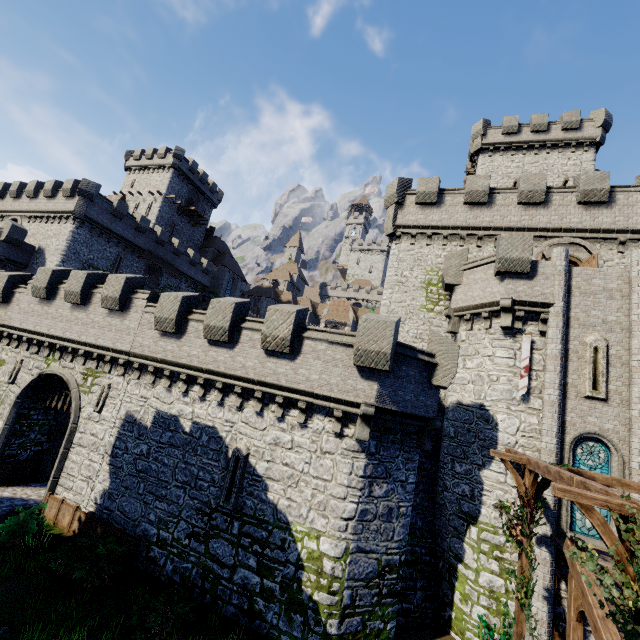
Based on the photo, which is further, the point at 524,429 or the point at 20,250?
the point at 20,250

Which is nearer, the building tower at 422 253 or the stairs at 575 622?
the stairs at 575 622

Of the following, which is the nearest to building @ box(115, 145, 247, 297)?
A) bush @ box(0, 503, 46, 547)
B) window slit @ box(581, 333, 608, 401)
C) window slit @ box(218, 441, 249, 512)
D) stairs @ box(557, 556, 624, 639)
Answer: bush @ box(0, 503, 46, 547)

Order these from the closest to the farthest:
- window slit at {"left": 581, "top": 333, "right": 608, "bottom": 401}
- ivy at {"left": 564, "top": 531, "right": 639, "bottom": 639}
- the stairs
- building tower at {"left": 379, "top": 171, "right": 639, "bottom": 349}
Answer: ivy at {"left": 564, "top": 531, "right": 639, "bottom": 639}
the stairs
window slit at {"left": 581, "top": 333, "right": 608, "bottom": 401}
building tower at {"left": 379, "top": 171, "right": 639, "bottom": 349}

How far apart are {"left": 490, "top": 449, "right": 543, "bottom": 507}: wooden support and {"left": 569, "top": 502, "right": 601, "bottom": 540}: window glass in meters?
3.3 m

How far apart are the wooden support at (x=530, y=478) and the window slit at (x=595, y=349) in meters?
4.3 m

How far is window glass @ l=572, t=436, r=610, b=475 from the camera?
12.80m
